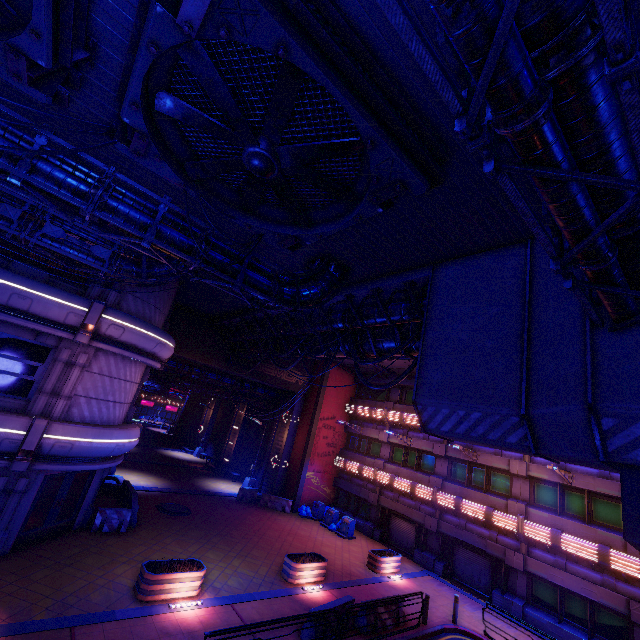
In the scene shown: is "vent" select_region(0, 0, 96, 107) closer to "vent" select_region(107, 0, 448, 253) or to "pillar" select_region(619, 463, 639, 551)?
"vent" select_region(107, 0, 448, 253)

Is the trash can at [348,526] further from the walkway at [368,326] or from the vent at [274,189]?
the vent at [274,189]

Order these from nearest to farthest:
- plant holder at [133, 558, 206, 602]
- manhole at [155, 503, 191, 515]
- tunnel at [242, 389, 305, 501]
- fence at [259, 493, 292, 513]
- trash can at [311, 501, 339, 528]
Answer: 1. plant holder at [133, 558, 206, 602]
2. manhole at [155, 503, 191, 515]
3. trash can at [311, 501, 339, 528]
4. fence at [259, 493, 292, 513]
5. tunnel at [242, 389, 305, 501]

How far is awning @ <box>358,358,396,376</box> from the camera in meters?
25.1 m

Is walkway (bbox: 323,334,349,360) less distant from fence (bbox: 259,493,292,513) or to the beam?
the beam

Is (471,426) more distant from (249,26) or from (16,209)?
(16,209)

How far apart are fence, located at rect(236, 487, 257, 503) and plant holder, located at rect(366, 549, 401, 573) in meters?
10.3

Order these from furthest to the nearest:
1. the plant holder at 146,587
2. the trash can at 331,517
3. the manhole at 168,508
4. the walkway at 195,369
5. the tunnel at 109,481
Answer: the walkway at 195,369 → the trash can at 331,517 → the tunnel at 109,481 → the manhole at 168,508 → the plant holder at 146,587
